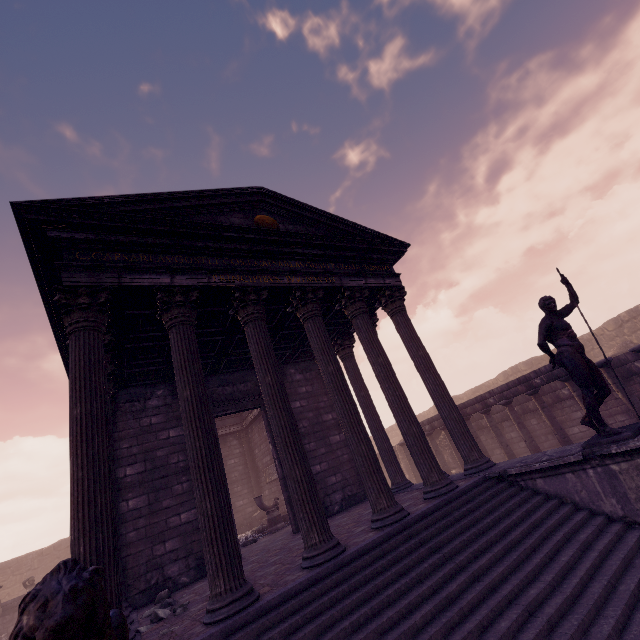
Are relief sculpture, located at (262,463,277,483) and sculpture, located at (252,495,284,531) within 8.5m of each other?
yes

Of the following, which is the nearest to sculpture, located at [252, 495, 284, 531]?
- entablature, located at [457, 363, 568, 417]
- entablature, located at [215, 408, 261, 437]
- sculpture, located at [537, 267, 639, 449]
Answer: entablature, located at [215, 408, 261, 437]

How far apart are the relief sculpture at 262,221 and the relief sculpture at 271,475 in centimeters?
1187cm

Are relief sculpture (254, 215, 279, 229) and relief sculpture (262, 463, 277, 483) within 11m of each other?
no

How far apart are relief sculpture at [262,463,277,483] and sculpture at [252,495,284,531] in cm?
285

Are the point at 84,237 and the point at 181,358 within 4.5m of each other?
yes

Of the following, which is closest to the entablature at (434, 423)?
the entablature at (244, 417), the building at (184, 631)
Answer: the building at (184, 631)

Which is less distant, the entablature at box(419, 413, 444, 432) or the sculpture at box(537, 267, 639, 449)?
the sculpture at box(537, 267, 639, 449)
